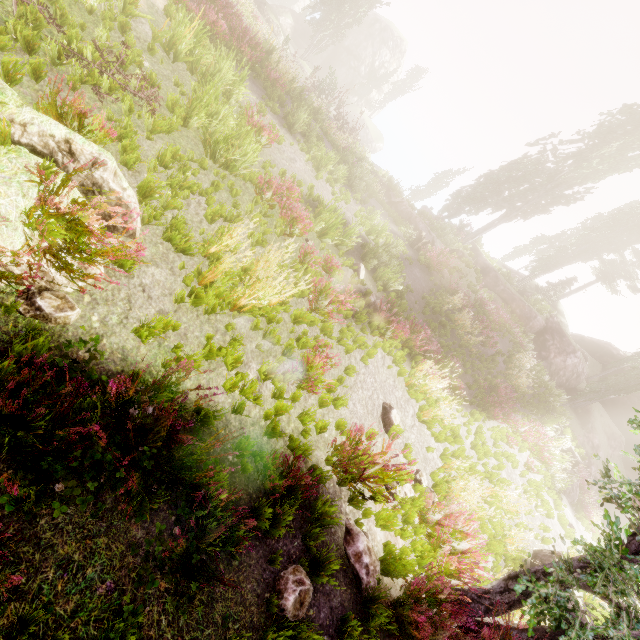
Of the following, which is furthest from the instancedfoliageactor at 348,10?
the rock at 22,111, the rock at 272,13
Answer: the rock at 22,111

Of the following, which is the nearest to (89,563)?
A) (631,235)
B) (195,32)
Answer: (195,32)

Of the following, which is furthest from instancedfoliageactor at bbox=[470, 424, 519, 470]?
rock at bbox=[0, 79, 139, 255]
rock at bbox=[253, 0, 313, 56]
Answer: rock at bbox=[0, 79, 139, 255]

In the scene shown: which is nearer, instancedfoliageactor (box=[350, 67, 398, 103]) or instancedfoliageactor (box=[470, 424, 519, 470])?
instancedfoliageactor (box=[470, 424, 519, 470])

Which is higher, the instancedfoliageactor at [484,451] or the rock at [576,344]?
the rock at [576,344]

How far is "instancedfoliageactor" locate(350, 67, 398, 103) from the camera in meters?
47.1
